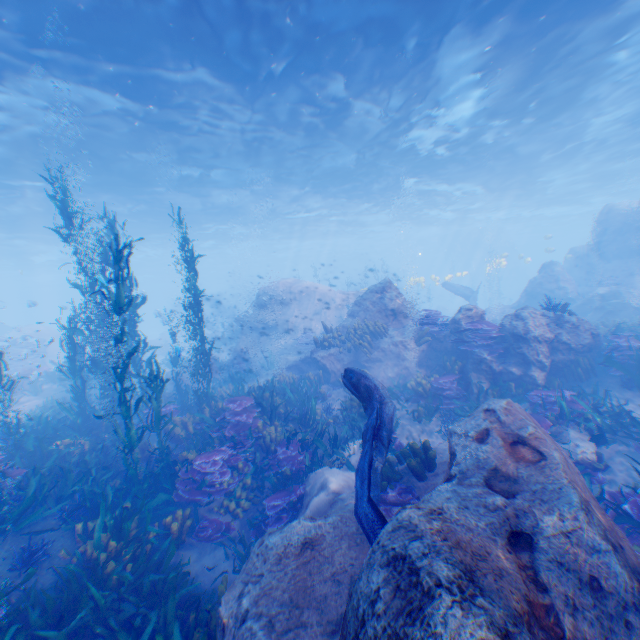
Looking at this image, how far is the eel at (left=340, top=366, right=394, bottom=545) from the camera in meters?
4.5

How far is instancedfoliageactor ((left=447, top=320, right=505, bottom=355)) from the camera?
9.85m

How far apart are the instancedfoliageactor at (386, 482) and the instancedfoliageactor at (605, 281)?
19.5 meters

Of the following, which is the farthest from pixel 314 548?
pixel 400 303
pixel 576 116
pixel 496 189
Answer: pixel 496 189

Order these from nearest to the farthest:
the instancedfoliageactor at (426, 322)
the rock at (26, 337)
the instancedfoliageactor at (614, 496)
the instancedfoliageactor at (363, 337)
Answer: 1. the instancedfoliageactor at (614, 496)
2. the instancedfoliageactor at (426, 322)
3. the instancedfoliageactor at (363, 337)
4. the rock at (26, 337)

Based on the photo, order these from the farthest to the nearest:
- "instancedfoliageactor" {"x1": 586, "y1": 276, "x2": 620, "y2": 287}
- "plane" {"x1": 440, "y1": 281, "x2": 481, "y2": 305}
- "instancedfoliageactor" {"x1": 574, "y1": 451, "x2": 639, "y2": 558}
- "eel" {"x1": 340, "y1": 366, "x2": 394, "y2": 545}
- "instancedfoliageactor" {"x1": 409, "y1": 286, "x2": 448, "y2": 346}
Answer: "plane" {"x1": 440, "y1": 281, "x2": 481, "y2": 305}, "instancedfoliageactor" {"x1": 586, "y1": 276, "x2": 620, "y2": 287}, "instancedfoliageactor" {"x1": 409, "y1": 286, "x2": 448, "y2": 346}, "instancedfoliageactor" {"x1": 574, "y1": 451, "x2": 639, "y2": 558}, "eel" {"x1": 340, "y1": 366, "x2": 394, "y2": 545}

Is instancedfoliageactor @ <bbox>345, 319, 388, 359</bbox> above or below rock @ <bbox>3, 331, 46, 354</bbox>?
below
